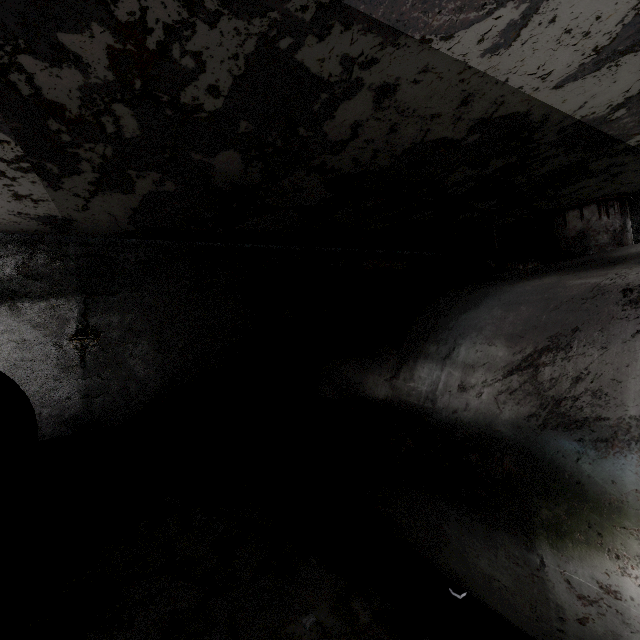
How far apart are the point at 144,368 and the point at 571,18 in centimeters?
1196cm

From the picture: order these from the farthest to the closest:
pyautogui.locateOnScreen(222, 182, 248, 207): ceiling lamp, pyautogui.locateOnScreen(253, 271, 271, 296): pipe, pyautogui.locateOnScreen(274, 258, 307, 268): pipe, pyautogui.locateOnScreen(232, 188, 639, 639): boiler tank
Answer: pyautogui.locateOnScreen(253, 271, 271, 296): pipe
pyautogui.locateOnScreen(274, 258, 307, 268): pipe
pyautogui.locateOnScreen(222, 182, 248, 207): ceiling lamp
pyautogui.locateOnScreen(232, 188, 639, 639): boiler tank

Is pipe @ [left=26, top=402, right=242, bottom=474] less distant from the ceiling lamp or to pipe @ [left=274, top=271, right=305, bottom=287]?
pipe @ [left=274, top=271, right=305, bottom=287]

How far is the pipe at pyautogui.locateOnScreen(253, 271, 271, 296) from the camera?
10.02m

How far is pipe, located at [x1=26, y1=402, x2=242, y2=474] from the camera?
7.75m

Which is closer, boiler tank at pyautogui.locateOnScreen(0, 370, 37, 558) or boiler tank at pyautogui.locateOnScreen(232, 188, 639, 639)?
boiler tank at pyautogui.locateOnScreen(232, 188, 639, 639)

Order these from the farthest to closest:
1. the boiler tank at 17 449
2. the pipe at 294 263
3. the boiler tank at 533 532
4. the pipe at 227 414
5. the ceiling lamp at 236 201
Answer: the pipe at 294 263, the pipe at 227 414, the ceiling lamp at 236 201, the boiler tank at 17 449, the boiler tank at 533 532

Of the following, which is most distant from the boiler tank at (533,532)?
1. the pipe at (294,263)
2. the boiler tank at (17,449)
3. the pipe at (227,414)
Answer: the pipe at (294,263)
